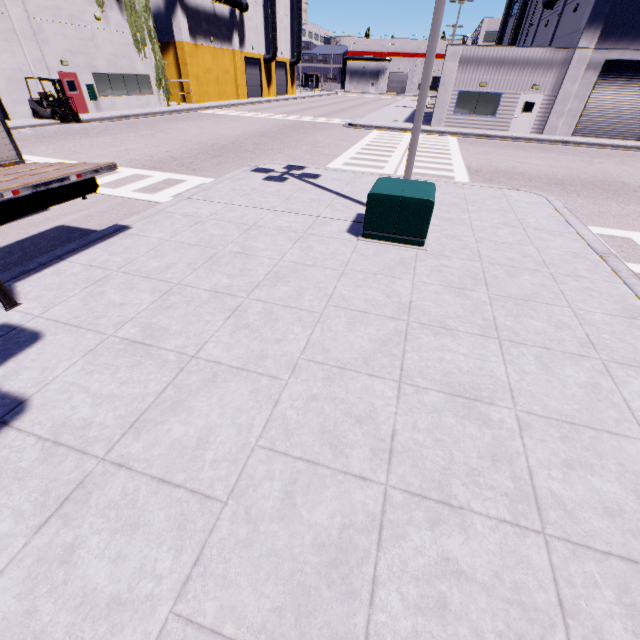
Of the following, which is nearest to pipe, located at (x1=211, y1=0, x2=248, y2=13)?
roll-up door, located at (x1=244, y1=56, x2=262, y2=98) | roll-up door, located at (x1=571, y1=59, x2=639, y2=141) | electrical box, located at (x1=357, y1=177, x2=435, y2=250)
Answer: roll-up door, located at (x1=244, y1=56, x2=262, y2=98)

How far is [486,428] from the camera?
3.3m

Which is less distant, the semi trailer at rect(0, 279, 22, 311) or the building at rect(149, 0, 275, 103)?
the semi trailer at rect(0, 279, 22, 311)

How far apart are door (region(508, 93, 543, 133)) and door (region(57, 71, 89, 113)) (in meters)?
30.90

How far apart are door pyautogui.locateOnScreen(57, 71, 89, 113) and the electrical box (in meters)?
26.16

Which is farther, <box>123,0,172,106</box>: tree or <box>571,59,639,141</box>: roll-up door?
<box>123,0,172,106</box>: tree

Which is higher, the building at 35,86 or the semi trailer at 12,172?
the building at 35,86

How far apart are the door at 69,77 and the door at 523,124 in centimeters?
3090cm
